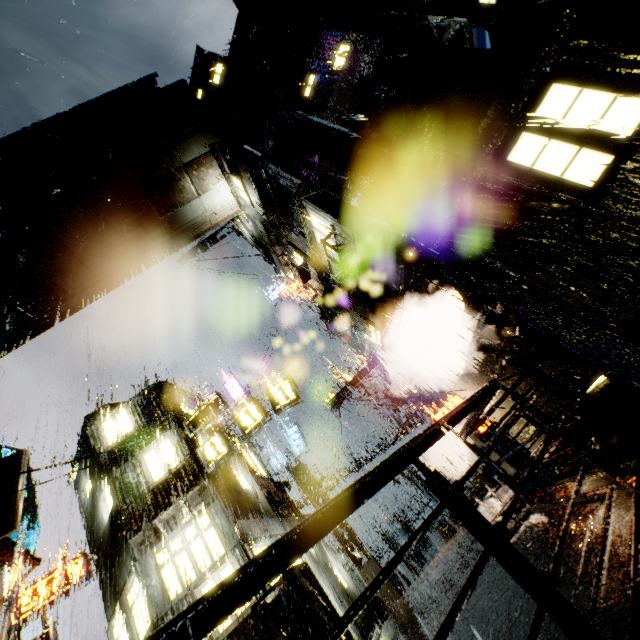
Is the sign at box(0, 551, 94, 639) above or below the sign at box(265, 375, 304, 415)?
above

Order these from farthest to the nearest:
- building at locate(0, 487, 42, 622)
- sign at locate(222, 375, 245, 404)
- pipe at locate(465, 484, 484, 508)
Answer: Answer: sign at locate(222, 375, 245, 404) → pipe at locate(465, 484, 484, 508) → building at locate(0, 487, 42, 622)

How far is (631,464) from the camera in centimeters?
360cm

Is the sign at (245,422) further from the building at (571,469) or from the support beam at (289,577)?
the support beam at (289,577)

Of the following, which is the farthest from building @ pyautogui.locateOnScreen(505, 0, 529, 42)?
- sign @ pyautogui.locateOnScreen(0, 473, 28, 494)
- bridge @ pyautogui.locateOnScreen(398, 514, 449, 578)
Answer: sign @ pyautogui.locateOnScreen(0, 473, 28, 494)

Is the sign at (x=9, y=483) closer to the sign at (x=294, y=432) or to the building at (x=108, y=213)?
the building at (x=108, y=213)

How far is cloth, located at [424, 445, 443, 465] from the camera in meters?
23.0 m
